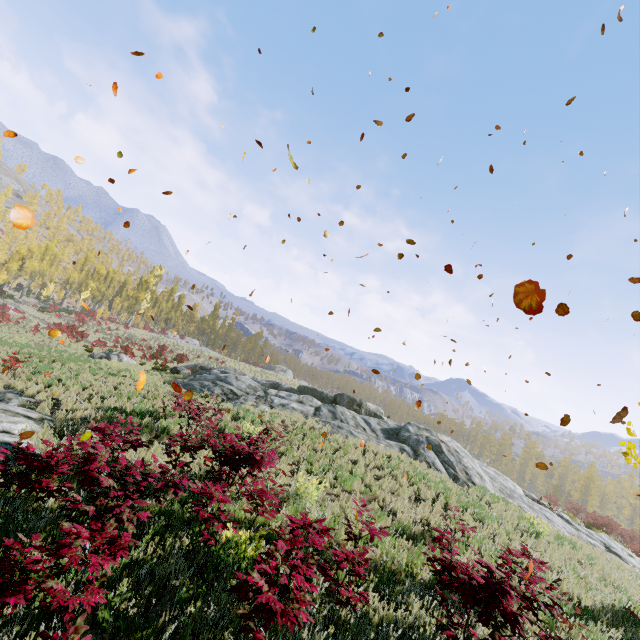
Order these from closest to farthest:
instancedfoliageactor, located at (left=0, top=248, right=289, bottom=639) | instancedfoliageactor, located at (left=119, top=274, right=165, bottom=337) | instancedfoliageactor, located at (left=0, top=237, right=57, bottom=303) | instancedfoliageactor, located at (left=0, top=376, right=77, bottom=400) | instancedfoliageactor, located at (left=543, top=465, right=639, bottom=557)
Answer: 1. instancedfoliageactor, located at (left=0, top=248, right=289, bottom=639)
2. instancedfoliageactor, located at (left=0, top=376, right=77, bottom=400)
3. instancedfoliageactor, located at (left=543, top=465, right=639, bottom=557)
4. instancedfoliageactor, located at (left=0, top=237, right=57, bottom=303)
5. instancedfoliageactor, located at (left=119, top=274, right=165, bottom=337)

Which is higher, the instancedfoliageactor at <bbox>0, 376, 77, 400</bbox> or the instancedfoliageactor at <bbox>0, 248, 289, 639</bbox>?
the instancedfoliageactor at <bbox>0, 248, 289, 639</bbox>

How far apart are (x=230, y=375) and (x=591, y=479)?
63.2m

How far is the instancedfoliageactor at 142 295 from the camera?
52.00m

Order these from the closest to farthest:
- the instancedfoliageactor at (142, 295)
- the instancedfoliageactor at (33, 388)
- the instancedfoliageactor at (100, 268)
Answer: the instancedfoliageactor at (100, 268) → the instancedfoliageactor at (33, 388) → the instancedfoliageactor at (142, 295)

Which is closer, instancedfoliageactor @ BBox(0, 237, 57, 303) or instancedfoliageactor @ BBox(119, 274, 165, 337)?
instancedfoliageactor @ BBox(0, 237, 57, 303)

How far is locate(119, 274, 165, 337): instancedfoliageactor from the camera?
52.00m
